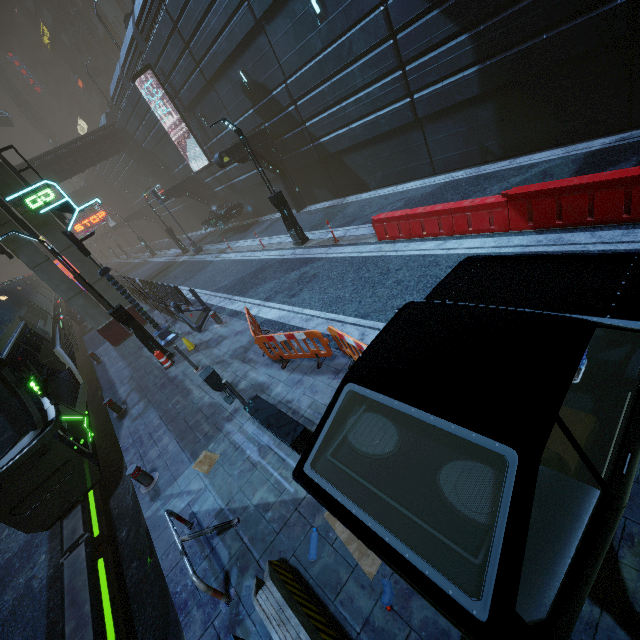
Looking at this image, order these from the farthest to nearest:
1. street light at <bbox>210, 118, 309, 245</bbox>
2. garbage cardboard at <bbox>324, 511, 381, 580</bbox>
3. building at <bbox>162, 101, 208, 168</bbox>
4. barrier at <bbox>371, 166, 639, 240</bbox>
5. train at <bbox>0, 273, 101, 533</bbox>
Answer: building at <bbox>162, 101, 208, 168</bbox>, street light at <bbox>210, 118, 309, 245</bbox>, train at <bbox>0, 273, 101, 533</bbox>, barrier at <bbox>371, 166, 639, 240</bbox>, garbage cardboard at <bbox>324, 511, 381, 580</bbox>

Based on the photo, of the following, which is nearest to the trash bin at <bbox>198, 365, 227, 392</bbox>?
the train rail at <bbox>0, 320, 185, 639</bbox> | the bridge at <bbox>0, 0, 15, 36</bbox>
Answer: the train rail at <bbox>0, 320, 185, 639</bbox>

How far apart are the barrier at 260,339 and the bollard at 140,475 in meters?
3.5

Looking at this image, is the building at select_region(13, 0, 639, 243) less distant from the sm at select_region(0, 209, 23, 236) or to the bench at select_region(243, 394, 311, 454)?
the sm at select_region(0, 209, 23, 236)

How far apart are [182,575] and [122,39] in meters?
60.8 m

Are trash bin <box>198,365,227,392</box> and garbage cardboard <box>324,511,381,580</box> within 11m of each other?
yes

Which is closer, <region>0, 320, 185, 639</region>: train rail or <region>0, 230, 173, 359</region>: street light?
<region>0, 320, 185, 639</region>: train rail

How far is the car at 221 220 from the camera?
24.05m
